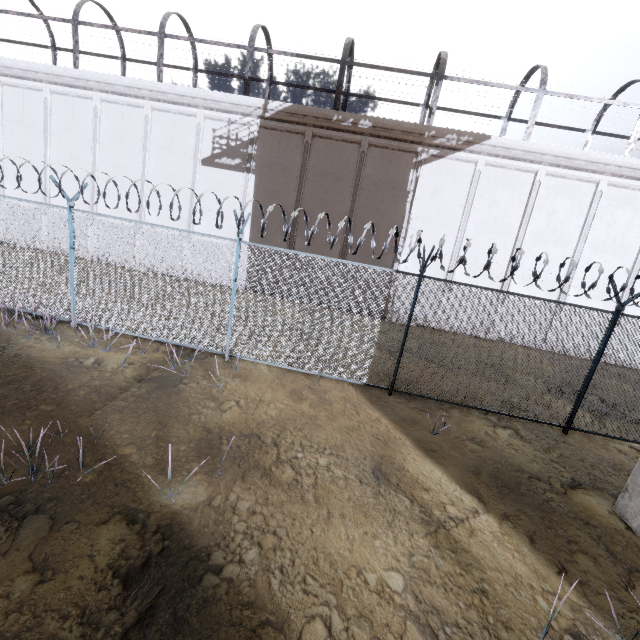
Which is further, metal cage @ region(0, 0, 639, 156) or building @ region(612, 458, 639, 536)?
metal cage @ region(0, 0, 639, 156)

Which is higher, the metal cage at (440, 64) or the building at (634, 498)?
the metal cage at (440, 64)

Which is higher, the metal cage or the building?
the metal cage

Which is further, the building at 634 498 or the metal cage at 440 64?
the metal cage at 440 64

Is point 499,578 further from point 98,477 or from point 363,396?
point 98,477
